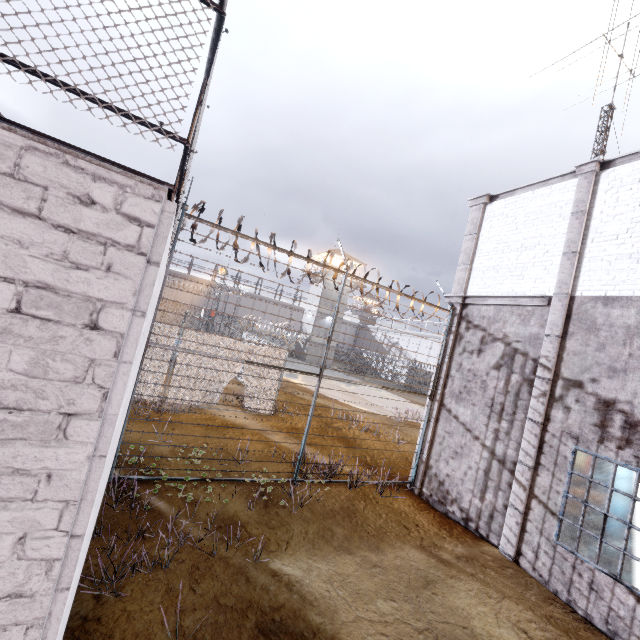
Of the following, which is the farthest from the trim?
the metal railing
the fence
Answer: the metal railing

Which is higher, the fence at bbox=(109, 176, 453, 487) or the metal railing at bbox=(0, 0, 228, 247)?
the metal railing at bbox=(0, 0, 228, 247)

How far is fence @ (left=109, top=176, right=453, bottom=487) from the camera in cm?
672

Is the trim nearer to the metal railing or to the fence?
the fence

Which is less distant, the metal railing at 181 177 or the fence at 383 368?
the metal railing at 181 177

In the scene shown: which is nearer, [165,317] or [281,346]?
[165,317]

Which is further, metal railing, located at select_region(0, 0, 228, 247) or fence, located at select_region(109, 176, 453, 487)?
fence, located at select_region(109, 176, 453, 487)

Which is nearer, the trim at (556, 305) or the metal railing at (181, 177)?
the metal railing at (181, 177)
